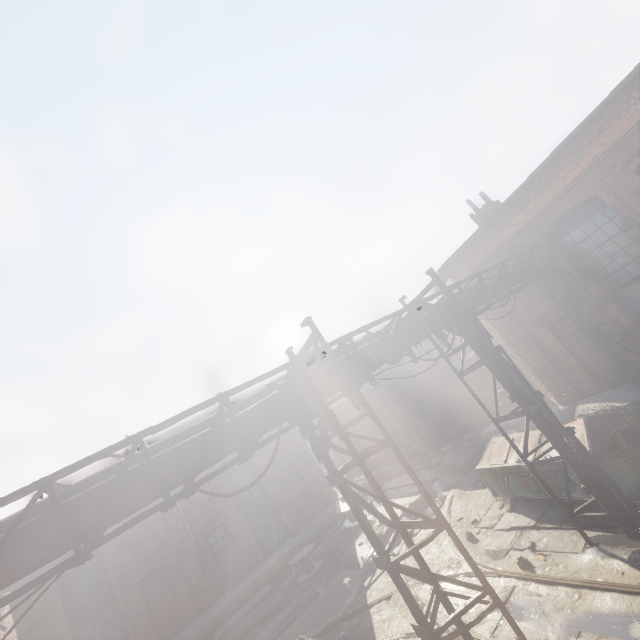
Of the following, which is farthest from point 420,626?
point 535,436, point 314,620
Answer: point 314,620

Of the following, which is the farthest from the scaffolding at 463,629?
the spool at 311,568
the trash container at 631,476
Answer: the spool at 311,568

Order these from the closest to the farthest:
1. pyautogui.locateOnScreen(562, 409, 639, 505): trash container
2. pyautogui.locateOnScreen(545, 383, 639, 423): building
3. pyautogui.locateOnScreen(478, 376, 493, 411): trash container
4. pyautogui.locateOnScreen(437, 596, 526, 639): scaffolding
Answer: pyautogui.locateOnScreen(437, 596, 526, 639): scaffolding
pyautogui.locateOnScreen(562, 409, 639, 505): trash container
pyautogui.locateOnScreen(545, 383, 639, 423): building
pyautogui.locateOnScreen(478, 376, 493, 411): trash container

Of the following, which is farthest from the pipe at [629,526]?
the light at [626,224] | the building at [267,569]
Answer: the building at [267,569]

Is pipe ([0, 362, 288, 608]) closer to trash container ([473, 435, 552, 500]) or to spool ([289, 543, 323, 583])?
trash container ([473, 435, 552, 500])

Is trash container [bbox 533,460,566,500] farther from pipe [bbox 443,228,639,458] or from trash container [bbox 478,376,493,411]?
trash container [bbox 478,376,493,411]

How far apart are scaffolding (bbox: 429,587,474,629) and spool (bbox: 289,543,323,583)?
12.90m

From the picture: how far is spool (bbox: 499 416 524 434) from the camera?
14.0m
